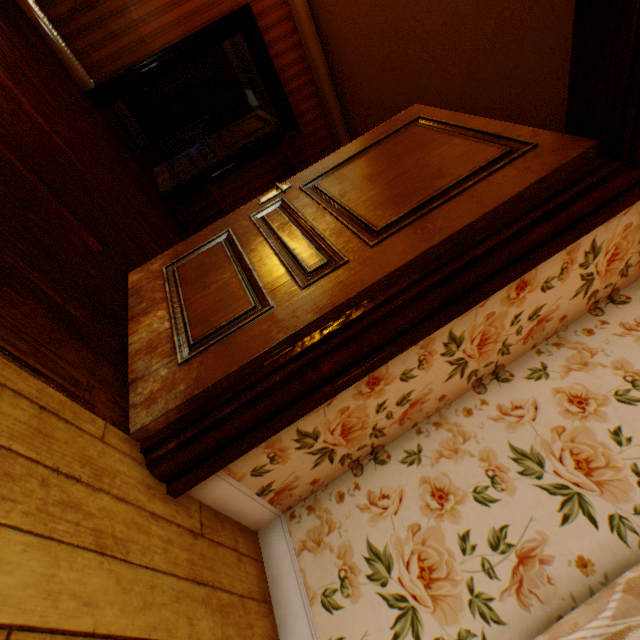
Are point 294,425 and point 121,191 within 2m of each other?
no

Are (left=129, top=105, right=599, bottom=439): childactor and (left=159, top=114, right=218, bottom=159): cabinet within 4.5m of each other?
no

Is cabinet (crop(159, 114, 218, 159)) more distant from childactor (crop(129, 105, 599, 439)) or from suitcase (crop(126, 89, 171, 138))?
childactor (crop(129, 105, 599, 439))

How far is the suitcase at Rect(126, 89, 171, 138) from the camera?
8.3m

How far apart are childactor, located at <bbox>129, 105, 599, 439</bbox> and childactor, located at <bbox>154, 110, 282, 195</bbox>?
3.66m

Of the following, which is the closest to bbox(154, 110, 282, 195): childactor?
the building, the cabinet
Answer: the building

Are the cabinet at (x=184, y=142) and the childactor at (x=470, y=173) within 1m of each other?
no

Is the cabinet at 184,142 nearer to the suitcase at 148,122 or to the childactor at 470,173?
the suitcase at 148,122
